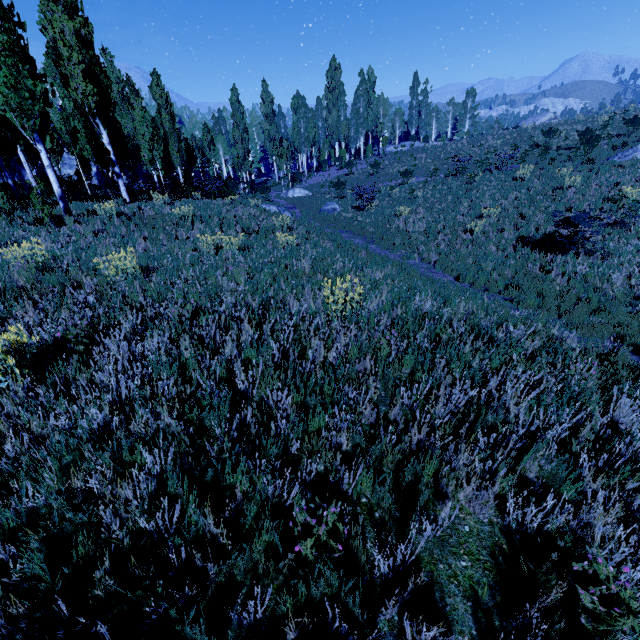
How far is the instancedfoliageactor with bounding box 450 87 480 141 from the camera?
54.88m

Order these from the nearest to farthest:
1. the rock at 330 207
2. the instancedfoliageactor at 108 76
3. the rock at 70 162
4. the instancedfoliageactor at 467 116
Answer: the instancedfoliageactor at 108 76 < the rock at 330 207 < the rock at 70 162 < the instancedfoliageactor at 467 116

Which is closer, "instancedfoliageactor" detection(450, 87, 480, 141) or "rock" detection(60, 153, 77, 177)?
"rock" detection(60, 153, 77, 177)

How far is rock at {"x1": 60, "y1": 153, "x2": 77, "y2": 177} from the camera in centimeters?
4253cm

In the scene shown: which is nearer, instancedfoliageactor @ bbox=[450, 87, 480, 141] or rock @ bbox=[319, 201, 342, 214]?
rock @ bbox=[319, 201, 342, 214]

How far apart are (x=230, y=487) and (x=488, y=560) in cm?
200

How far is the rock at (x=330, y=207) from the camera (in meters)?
22.67

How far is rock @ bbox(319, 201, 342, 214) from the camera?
22.67m
